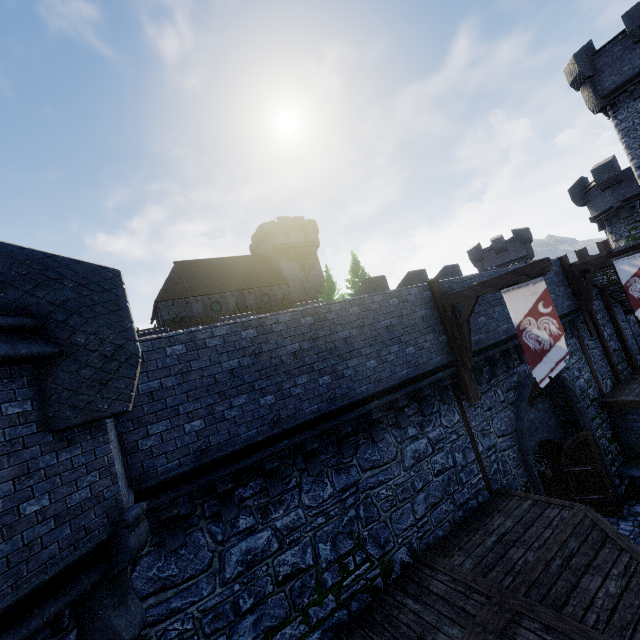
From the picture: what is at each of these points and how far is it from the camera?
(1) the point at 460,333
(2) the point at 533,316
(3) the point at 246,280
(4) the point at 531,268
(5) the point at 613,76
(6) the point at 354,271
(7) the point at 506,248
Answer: (1) wooden support, 9.8m
(2) flag, 8.4m
(3) building, 38.4m
(4) wooden beam, 7.8m
(5) building tower, 19.9m
(6) tree, 39.6m
(7) building tower, 38.7m

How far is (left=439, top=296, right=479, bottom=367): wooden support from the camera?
9.41m

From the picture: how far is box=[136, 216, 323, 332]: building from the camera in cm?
3344

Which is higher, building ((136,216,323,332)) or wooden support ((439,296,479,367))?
building ((136,216,323,332))

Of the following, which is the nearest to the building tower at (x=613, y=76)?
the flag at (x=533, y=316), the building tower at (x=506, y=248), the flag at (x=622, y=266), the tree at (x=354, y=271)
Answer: the flag at (x=622, y=266)

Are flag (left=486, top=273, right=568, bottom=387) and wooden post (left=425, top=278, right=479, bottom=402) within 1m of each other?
no

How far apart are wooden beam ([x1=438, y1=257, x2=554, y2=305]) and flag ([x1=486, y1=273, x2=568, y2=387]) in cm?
0

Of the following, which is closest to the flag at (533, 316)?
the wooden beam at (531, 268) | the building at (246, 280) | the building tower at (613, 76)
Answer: the wooden beam at (531, 268)
